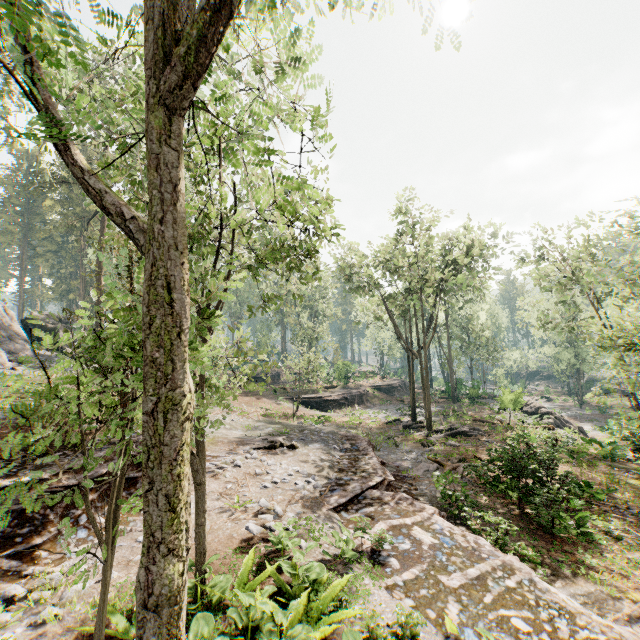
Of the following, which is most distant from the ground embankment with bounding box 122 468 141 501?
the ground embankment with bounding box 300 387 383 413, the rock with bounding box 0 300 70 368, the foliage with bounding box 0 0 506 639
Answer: the ground embankment with bounding box 300 387 383 413

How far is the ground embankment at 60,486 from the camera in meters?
8.5

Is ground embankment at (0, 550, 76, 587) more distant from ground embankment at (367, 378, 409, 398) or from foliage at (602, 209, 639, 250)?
ground embankment at (367, 378, 409, 398)

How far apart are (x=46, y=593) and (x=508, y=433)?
26.29m

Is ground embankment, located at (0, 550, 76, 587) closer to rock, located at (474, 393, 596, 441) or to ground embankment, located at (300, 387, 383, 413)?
ground embankment, located at (300, 387, 383, 413)

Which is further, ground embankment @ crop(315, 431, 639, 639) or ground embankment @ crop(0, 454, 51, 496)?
ground embankment @ crop(0, 454, 51, 496)

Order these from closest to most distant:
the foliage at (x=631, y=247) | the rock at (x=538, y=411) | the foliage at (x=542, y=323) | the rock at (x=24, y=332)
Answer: the foliage at (x=542, y=323), the foliage at (x=631, y=247), the rock at (x=24, y=332), the rock at (x=538, y=411)

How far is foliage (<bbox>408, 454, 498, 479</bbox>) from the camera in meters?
15.9 m
